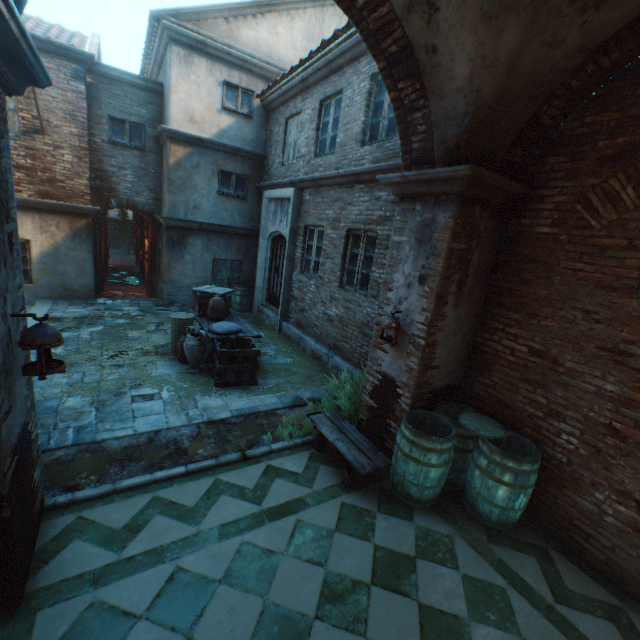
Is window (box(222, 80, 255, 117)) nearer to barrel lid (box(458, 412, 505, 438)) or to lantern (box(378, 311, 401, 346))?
lantern (box(378, 311, 401, 346))

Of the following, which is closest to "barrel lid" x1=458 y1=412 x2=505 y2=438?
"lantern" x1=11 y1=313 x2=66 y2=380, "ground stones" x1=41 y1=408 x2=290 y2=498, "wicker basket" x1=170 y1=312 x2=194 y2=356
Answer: "ground stones" x1=41 y1=408 x2=290 y2=498

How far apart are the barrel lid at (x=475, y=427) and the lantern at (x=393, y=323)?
1.2m

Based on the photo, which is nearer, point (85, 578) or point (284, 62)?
point (85, 578)

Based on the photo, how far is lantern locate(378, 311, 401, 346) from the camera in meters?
4.3 m

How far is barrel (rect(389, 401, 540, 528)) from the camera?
3.6 meters

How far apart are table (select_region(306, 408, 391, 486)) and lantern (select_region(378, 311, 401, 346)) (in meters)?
1.30

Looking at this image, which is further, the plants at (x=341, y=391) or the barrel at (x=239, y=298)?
the barrel at (x=239, y=298)
